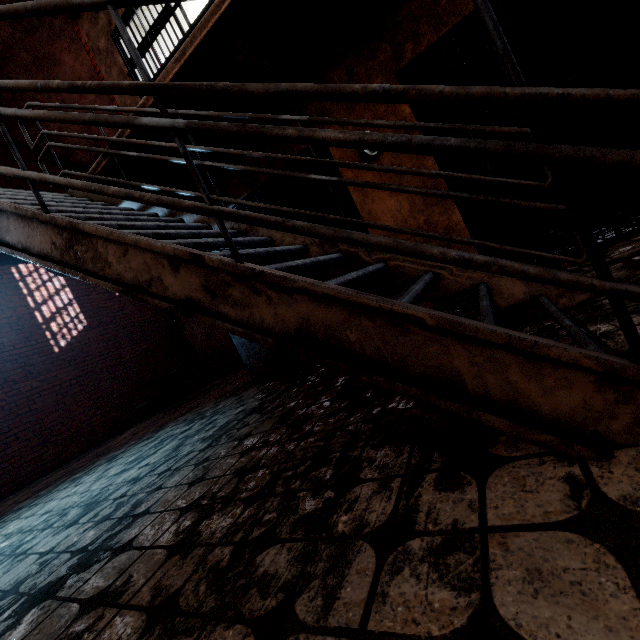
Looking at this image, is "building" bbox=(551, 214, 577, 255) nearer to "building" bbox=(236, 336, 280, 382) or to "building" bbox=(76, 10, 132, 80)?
"building" bbox=(236, 336, 280, 382)

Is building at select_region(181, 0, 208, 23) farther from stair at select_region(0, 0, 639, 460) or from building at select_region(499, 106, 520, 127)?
stair at select_region(0, 0, 639, 460)

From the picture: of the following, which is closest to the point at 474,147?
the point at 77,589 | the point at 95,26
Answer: the point at 77,589

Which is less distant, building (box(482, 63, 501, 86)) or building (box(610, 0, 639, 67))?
building (box(610, 0, 639, 67))

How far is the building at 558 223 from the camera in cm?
340

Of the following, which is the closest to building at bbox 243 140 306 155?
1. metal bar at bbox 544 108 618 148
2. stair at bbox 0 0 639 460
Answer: metal bar at bbox 544 108 618 148

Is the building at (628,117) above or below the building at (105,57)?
below

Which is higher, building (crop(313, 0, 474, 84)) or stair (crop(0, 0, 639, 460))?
building (crop(313, 0, 474, 84))
